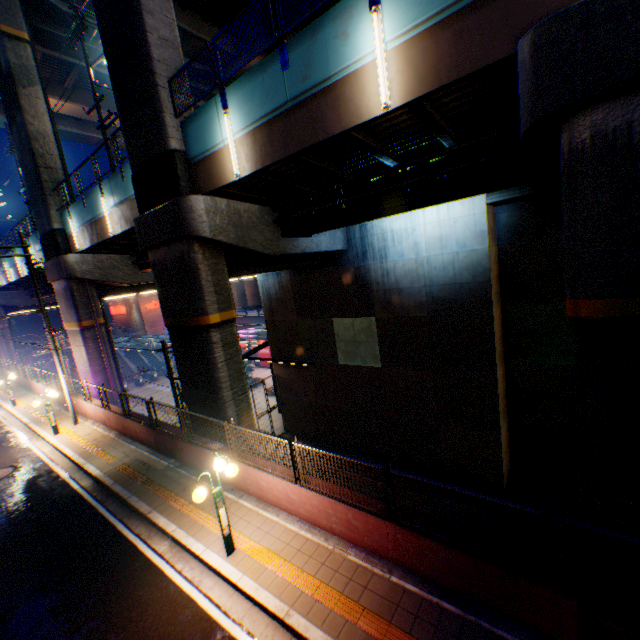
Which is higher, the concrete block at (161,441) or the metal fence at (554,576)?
the metal fence at (554,576)

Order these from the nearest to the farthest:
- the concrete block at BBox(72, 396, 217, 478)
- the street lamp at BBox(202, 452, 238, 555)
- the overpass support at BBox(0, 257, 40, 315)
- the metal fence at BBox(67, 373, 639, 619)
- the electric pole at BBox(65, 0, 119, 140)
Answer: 1. the metal fence at BBox(67, 373, 639, 619)
2. the street lamp at BBox(202, 452, 238, 555)
3. the concrete block at BBox(72, 396, 217, 478)
4. the electric pole at BBox(65, 0, 119, 140)
5. the overpass support at BBox(0, 257, 40, 315)

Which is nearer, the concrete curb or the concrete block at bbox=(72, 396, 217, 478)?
the concrete curb

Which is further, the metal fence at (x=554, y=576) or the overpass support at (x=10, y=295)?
the overpass support at (x=10, y=295)

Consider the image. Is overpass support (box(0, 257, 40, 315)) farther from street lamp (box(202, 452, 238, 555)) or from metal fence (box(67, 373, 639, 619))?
street lamp (box(202, 452, 238, 555))

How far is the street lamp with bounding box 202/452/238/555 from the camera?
7.2m

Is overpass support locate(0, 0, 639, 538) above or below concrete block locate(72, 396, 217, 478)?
above

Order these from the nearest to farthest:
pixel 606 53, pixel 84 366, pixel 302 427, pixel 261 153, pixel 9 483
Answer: pixel 606 53 → pixel 261 153 → pixel 9 483 → pixel 84 366 → pixel 302 427
